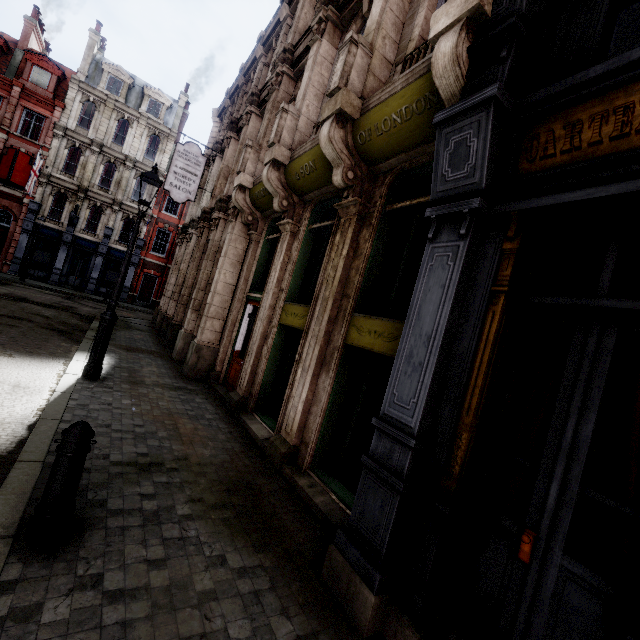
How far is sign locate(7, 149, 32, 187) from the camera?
23.8 meters

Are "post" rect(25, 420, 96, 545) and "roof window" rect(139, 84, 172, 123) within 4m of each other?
no

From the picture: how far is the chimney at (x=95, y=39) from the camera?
26.86m

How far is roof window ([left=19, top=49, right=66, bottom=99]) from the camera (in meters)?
24.88

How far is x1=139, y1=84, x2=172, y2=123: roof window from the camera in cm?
2911

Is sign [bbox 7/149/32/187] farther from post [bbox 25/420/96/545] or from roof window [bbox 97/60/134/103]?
post [bbox 25/420/96/545]

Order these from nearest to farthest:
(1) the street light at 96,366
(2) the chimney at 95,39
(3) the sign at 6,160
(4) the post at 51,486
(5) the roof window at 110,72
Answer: (4) the post at 51,486
(1) the street light at 96,366
(3) the sign at 6,160
(2) the chimney at 95,39
(5) the roof window at 110,72

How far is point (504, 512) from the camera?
2.52m
